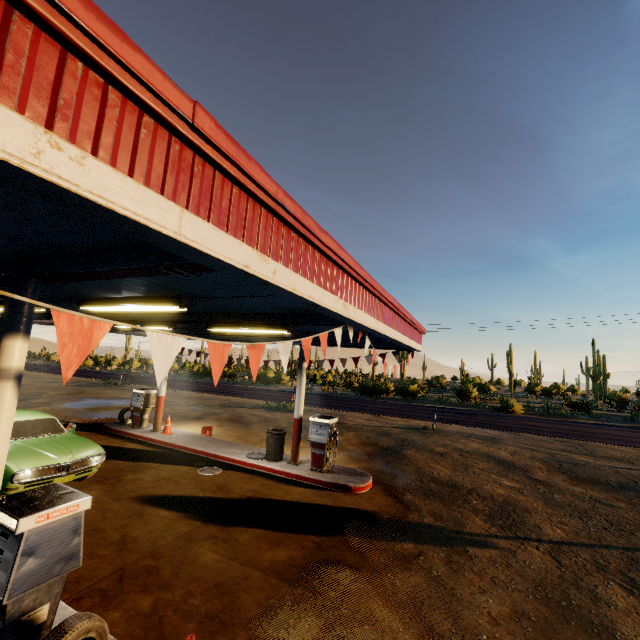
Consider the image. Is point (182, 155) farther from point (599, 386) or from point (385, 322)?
point (599, 386)

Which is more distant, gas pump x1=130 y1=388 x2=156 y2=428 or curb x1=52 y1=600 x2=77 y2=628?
gas pump x1=130 y1=388 x2=156 y2=428

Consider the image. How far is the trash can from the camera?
9.95m

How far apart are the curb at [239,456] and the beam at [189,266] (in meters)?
Result: 7.48

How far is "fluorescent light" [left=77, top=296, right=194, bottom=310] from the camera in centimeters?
551cm

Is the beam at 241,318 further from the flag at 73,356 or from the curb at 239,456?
the curb at 239,456

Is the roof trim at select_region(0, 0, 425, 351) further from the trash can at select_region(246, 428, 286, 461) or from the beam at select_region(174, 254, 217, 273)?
the trash can at select_region(246, 428, 286, 461)

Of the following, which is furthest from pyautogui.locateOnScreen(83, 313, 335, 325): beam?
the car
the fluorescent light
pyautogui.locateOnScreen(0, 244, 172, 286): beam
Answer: pyautogui.locateOnScreen(0, 244, 172, 286): beam
